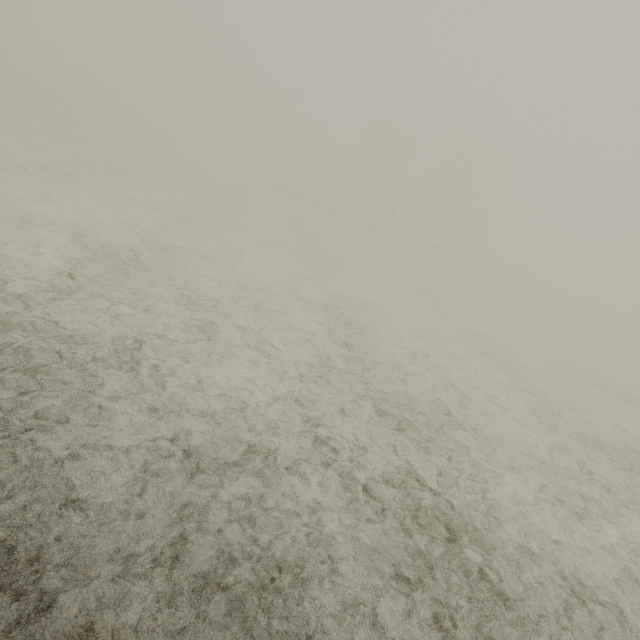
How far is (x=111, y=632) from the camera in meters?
2.0 m
